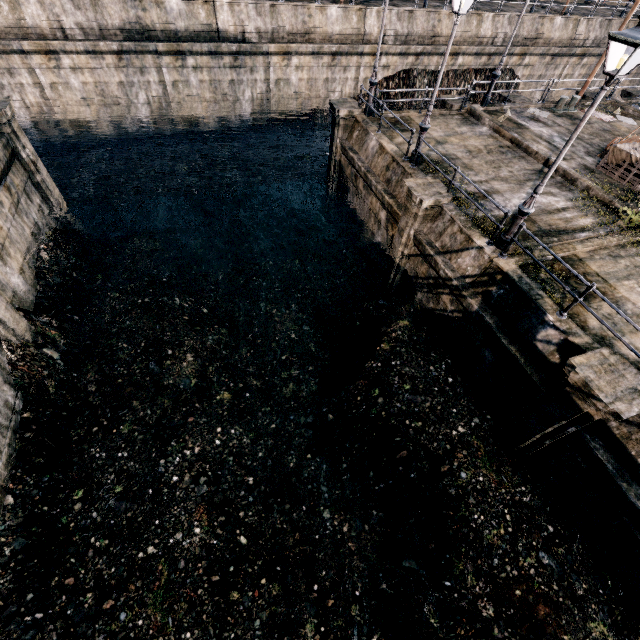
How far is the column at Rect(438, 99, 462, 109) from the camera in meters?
18.6

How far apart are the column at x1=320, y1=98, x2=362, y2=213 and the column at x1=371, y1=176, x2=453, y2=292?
6.9 meters

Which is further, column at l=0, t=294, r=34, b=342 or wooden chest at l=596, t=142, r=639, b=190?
wooden chest at l=596, t=142, r=639, b=190

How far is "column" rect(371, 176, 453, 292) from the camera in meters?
12.1

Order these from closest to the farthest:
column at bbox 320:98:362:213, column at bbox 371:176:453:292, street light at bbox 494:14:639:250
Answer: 1. street light at bbox 494:14:639:250
2. column at bbox 371:176:453:292
3. column at bbox 320:98:362:213

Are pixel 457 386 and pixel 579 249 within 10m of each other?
yes

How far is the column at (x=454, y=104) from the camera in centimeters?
1862cm

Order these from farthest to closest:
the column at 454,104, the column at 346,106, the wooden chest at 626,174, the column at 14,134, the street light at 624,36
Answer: the column at 454,104 → the column at 346,106 → the wooden chest at 626,174 → the column at 14,134 → the street light at 624,36
